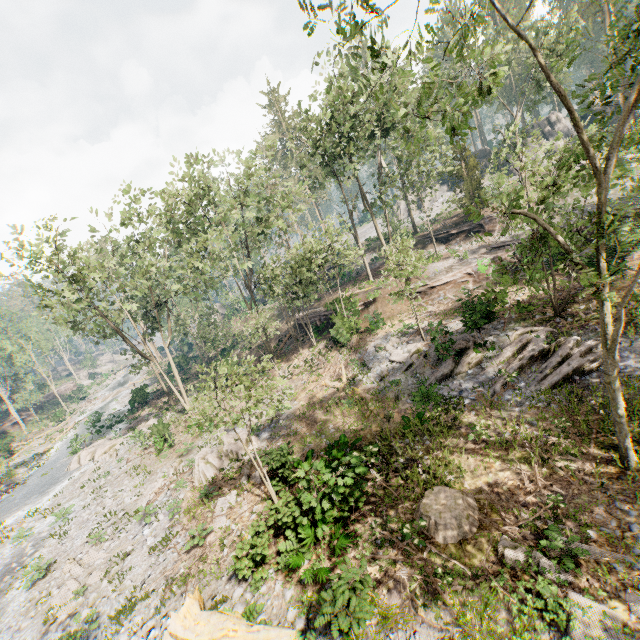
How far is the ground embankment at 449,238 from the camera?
34.06m

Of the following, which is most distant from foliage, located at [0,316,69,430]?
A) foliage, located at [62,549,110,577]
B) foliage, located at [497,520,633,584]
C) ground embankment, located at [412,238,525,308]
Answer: foliage, located at [497,520,633,584]

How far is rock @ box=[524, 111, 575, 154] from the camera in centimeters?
4500cm

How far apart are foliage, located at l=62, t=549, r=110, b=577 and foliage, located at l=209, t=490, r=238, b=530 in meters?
4.7 m

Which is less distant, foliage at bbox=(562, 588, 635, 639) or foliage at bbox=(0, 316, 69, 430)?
foliage at bbox=(562, 588, 635, 639)

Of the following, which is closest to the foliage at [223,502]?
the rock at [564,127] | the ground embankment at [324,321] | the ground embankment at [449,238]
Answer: the ground embankment at [324,321]

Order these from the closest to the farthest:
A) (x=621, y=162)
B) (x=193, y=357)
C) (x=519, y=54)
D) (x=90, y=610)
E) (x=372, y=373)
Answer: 1. (x=621, y=162)
2. (x=90, y=610)
3. (x=372, y=373)
4. (x=193, y=357)
5. (x=519, y=54)

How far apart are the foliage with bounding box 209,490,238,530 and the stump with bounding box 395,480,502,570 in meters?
7.5
